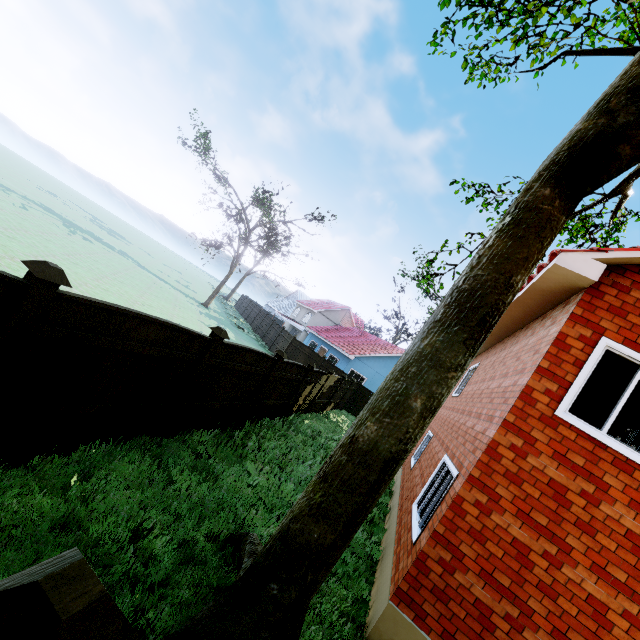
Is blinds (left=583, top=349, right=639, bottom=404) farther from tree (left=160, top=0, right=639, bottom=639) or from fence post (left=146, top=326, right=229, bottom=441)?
tree (left=160, top=0, right=639, bottom=639)

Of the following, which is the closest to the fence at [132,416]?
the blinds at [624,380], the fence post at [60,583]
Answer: the fence post at [60,583]

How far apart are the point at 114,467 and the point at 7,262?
9.2 meters

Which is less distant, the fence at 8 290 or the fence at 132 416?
the fence at 8 290

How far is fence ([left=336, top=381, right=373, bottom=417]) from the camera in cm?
2184

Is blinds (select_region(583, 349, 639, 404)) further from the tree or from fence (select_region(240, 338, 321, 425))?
the tree
